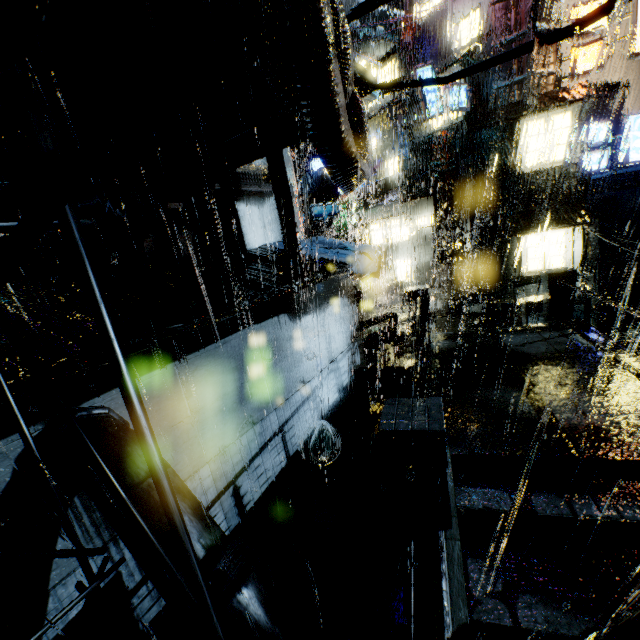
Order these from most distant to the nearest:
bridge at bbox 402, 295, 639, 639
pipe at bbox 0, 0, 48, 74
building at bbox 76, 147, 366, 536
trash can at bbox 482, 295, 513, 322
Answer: trash can at bbox 482, 295, 513, 322, building at bbox 76, 147, 366, 536, bridge at bbox 402, 295, 639, 639, pipe at bbox 0, 0, 48, 74

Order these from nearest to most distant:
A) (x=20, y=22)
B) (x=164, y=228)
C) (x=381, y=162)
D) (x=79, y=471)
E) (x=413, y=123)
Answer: (x=20, y=22), (x=79, y=471), (x=164, y=228), (x=413, y=123), (x=381, y=162)

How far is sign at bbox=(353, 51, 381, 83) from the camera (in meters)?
13.38

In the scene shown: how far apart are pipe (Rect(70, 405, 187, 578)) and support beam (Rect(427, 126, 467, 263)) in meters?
17.3 m

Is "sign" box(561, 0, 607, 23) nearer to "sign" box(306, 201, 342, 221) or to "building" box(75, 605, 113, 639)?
"building" box(75, 605, 113, 639)

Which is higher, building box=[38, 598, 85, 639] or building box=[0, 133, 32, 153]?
building box=[0, 133, 32, 153]

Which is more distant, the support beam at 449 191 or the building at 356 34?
the building at 356 34

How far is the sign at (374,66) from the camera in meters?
13.4 m
